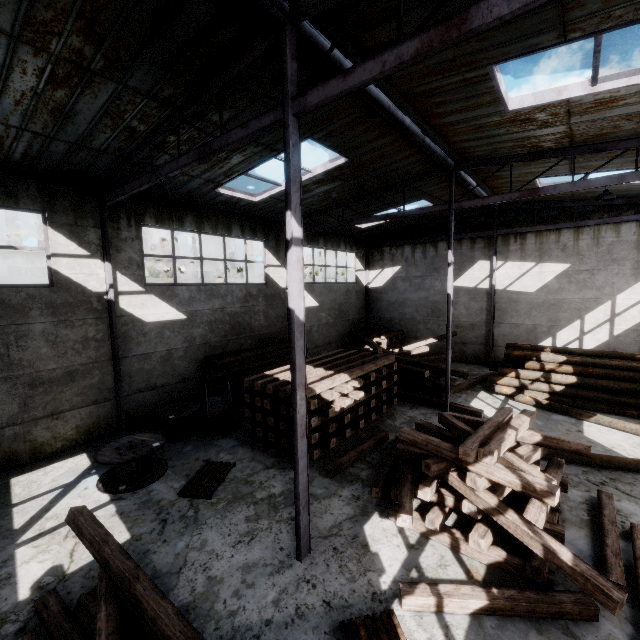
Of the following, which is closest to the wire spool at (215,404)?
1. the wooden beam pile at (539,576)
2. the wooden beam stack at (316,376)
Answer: the wooden beam stack at (316,376)

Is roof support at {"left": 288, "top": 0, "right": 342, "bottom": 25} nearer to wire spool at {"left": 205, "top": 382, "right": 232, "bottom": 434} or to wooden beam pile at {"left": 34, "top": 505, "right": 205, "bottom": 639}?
wire spool at {"left": 205, "top": 382, "right": 232, "bottom": 434}

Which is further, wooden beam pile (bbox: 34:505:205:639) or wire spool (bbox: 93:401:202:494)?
wire spool (bbox: 93:401:202:494)

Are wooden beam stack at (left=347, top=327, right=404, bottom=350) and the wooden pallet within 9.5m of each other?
no

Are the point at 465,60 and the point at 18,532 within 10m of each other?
no

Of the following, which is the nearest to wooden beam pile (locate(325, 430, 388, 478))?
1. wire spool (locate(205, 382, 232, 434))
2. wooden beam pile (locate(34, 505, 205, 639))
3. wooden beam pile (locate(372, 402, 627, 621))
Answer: wooden beam pile (locate(372, 402, 627, 621))

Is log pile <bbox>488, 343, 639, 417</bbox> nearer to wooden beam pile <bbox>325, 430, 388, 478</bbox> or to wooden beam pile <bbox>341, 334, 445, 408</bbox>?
wooden beam pile <bbox>341, 334, 445, 408</bbox>

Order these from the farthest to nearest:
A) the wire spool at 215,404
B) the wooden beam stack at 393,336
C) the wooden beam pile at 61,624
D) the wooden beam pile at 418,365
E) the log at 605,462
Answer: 1. the wooden beam stack at 393,336
2. the wooden beam pile at 418,365
3. the wire spool at 215,404
4. the log at 605,462
5. the wooden beam pile at 61,624
